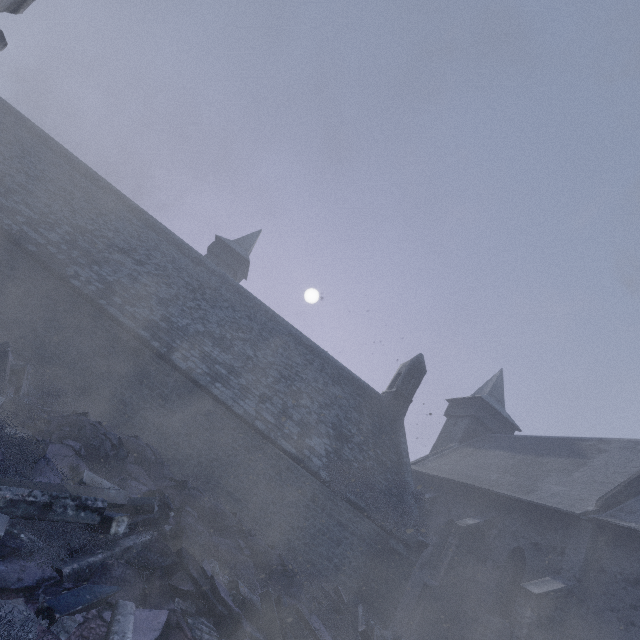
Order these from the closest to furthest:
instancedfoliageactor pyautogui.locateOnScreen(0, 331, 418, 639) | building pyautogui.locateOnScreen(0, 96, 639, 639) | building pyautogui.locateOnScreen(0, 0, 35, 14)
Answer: instancedfoliageactor pyautogui.locateOnScreen(0, 331, 418, 639), building pyautogui.locateOnScreen(0, 0, 35, 14), building pyautogui.locateOnScreen(0, 96, 639, 639)

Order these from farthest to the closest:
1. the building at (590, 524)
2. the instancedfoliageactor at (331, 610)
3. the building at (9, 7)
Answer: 1. the building at (590, 524)
2. the building at (9, 7)
3. the instancedfoliageactor at (331, 610)

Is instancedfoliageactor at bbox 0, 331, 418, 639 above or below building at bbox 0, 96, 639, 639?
below

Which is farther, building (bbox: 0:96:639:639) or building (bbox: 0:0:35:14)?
building (bbox: 0:96:639:639)

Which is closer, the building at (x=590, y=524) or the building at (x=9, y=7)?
the building at (x=9, y=7)

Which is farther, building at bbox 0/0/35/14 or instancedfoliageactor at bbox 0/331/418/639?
building at bbox 0/0/35/14

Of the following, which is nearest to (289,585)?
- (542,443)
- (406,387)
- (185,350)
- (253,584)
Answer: (253,584)
